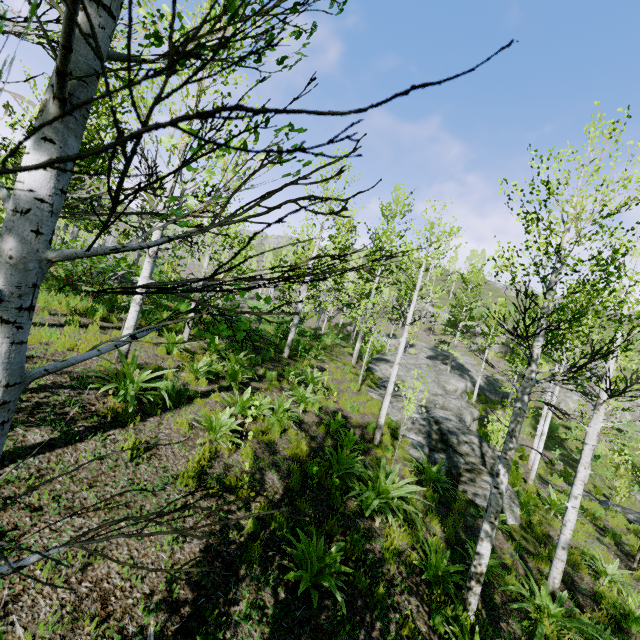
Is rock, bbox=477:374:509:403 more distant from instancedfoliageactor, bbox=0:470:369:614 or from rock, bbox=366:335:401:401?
rock, bbox=366:335:401:401

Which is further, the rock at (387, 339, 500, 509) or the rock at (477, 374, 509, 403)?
the rock at (477, 374, 509, 403)

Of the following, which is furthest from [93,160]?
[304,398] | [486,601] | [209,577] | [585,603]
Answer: [585,603]

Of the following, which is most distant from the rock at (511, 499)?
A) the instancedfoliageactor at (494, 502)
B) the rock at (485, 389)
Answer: the rock at (485, 389)

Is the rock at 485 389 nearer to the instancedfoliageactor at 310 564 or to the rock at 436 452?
the instancedfoliageactor at 310 564

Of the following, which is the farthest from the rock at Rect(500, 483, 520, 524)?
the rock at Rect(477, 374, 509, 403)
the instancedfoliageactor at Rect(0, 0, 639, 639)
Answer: the rock at Rect(477, 374, 509, 403)

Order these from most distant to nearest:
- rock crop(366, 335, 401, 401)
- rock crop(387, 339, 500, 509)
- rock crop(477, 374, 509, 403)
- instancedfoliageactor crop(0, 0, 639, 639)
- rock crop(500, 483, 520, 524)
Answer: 1. rock crop(477, 374, 509, 403)
2. rock crop(366, 335, 401, 401)
3. rock crop(387, 339, 500, 509)
4. rock crop(500, 483, 520, 524)
5. instancedfoliageactor crop(0, 0, 639, 639)

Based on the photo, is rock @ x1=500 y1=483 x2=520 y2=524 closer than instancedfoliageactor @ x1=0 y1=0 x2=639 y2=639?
No
